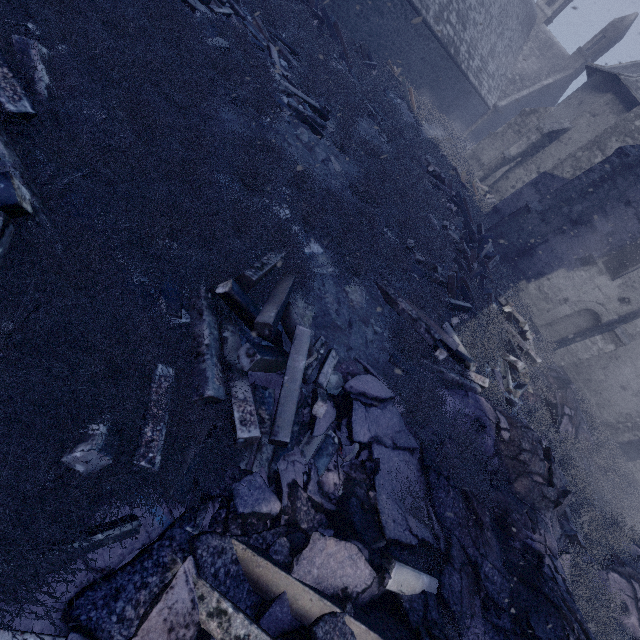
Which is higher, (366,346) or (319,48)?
(319,48)

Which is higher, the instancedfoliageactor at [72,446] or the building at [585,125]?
the building at [585,125]

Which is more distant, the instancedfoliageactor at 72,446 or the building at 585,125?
the building at 585,125

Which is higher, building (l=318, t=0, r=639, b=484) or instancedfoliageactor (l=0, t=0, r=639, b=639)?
building (l=318, t=0, r=639, b=484)

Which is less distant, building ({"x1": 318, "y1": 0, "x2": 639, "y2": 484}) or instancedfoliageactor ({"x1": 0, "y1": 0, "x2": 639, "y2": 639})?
instancedfoliageactor ({"x1": 0, "y1": 0, "x2": 639, "y2": 639})
